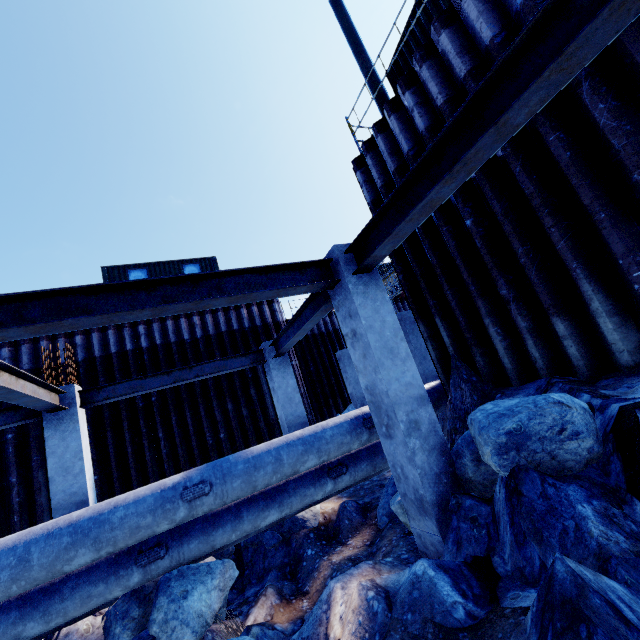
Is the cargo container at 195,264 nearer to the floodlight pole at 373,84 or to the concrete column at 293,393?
the concrete column at 293,393

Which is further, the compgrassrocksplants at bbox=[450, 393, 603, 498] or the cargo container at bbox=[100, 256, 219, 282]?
the cargo container at bbox=[100, 256, 219, 282]

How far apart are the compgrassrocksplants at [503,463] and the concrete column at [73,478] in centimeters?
692cm

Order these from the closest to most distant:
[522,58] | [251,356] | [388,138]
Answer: [522,58]
[388,138]
[251,356]

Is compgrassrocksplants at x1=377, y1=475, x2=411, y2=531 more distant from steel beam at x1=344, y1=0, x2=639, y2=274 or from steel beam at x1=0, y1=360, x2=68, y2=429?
steel beam at x1=0, y1=360, x2=68, y2=429

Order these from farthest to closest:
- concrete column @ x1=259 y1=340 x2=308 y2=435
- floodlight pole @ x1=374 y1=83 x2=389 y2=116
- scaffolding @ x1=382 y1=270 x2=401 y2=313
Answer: scaffolding @ x1=382 y1=270 x2=401 y2=313
concrete column @ x1=259 y1=340 x2=308 y2=435
floodlight pole @ x1=374 y1=83 x2=389 y2=116

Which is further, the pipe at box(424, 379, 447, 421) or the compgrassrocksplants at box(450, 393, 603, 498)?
the pipe at box(424, 379, 447, 421)

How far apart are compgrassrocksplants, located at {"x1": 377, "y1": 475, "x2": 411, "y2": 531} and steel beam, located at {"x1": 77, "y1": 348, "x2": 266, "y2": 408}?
4.3 meters
